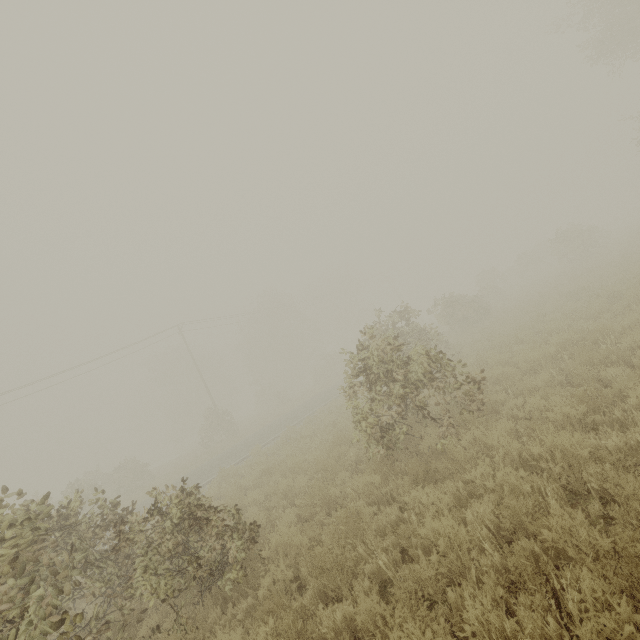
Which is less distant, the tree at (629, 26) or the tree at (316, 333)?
the tree at (316, 333)

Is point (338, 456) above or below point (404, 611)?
above

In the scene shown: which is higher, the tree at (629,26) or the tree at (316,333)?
the tree at (629,26)

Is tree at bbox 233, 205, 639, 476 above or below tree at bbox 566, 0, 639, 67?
below

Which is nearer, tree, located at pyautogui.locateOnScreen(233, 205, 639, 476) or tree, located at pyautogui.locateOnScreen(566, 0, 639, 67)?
tree, located at pyautogui.locateOnScreen(233, 205, 639, 476)
